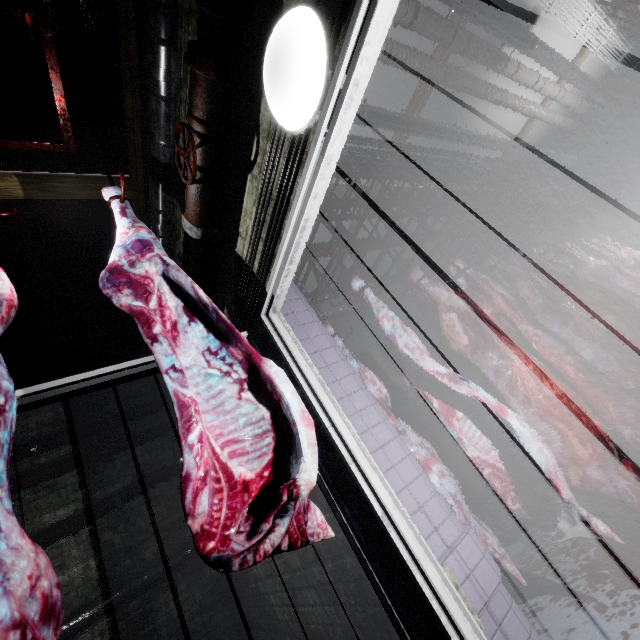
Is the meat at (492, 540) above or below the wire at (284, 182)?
below

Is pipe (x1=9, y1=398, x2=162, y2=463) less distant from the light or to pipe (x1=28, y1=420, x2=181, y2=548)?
pipe (x1=28, y1=420, x2=181, y2=548)

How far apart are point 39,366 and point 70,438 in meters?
1.0

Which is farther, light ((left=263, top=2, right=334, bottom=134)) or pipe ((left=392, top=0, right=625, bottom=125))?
pipe ((left=392, top=0, right=625, bottom=125))

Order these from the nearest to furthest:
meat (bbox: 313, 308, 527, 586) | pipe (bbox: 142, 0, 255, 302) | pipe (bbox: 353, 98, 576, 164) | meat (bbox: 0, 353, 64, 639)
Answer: meat (bbox: 0, 353, 64, 639) < pipe (bbox: 142, 0, 255, 302) < meat (bbox: 313, 308, 527, 586) < pipe (bbox: 353, 98, 576, 164)

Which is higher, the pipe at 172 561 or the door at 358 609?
the pipe at 172 561

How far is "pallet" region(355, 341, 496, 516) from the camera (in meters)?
4.12

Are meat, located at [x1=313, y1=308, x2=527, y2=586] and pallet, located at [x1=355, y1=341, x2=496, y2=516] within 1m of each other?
no
